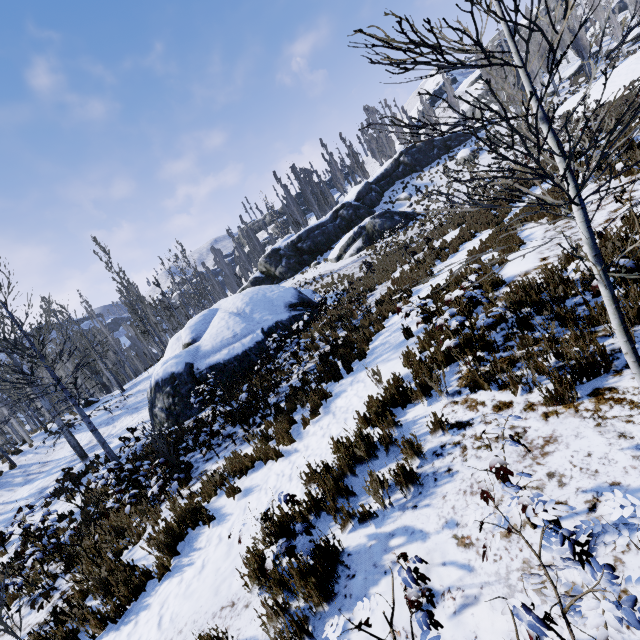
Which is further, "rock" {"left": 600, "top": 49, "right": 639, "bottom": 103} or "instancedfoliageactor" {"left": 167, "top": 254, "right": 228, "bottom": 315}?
"instancedfoliageactor" {"left": 167, "top": 254, "right": 228, "bottom": 315}

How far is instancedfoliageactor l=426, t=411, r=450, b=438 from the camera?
4.22m

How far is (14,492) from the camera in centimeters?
1728cm

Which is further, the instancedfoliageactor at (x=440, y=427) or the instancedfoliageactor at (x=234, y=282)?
the instancedfoliageactor at (x=234, y=282)

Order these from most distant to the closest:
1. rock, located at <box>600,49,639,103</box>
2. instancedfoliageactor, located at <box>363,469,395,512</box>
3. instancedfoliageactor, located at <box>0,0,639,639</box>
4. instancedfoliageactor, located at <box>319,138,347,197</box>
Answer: instancedfoliageactor, located at <box>319,138,347,197</box> < rock, located at <box>600,49,639,103</box> < instancedfoliageactor, located at <box>363,469,395,512</box> < instancedfoliageactor, located at <box>0,0,639,639</box>

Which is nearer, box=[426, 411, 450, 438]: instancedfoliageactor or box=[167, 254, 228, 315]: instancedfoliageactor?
box=[426, 411, 450, 438]: instancedfoliageactor

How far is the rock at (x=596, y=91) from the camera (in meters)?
27.84
